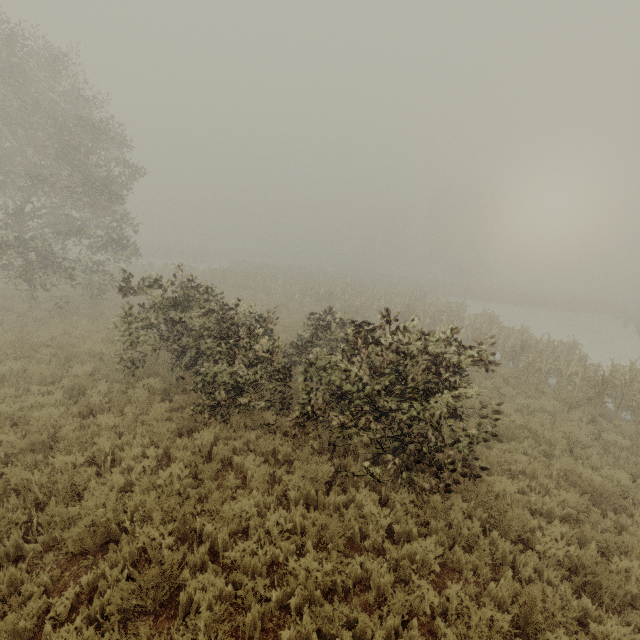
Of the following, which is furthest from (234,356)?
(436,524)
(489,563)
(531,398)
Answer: (531,398)
